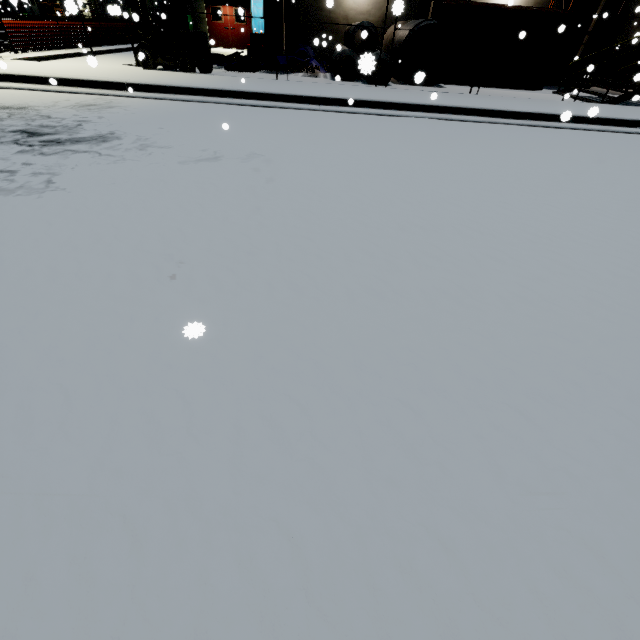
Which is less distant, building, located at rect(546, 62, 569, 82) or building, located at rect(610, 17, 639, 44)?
building, located at rect(610, 17, 639, 44)

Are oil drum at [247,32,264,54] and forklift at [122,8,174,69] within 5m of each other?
no

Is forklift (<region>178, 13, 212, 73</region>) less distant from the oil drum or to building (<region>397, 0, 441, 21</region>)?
building (<region>397, 0, 441, 21</region>)

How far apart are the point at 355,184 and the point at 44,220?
3.6 meters

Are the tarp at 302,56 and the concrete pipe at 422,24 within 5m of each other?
yes

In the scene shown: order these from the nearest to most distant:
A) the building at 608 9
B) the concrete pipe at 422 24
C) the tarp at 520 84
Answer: the tarp at 520 84, the concrete pipe at 422 24, the building at 608 9

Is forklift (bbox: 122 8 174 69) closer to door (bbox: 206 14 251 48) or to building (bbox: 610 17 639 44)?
building (bbox: 610 17 639 44)

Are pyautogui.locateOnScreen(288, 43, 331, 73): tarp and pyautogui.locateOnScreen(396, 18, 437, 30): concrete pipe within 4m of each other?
yes
